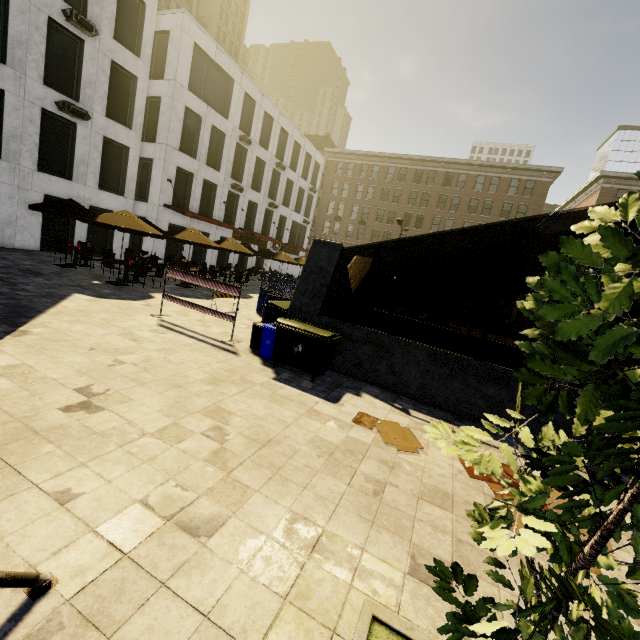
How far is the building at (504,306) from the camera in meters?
41.6 m

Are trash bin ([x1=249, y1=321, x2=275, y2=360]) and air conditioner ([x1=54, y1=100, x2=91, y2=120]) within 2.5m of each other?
no

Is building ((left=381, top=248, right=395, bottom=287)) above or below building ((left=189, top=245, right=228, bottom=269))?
above

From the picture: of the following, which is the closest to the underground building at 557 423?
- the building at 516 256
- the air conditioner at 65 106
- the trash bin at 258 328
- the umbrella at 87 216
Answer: the trash bin at 258 328

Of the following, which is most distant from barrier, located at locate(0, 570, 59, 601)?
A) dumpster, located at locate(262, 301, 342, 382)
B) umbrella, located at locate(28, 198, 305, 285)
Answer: umbrella, located at locate(28, 198, 305, 285)

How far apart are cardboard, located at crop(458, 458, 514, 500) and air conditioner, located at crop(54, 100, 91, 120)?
22.00m

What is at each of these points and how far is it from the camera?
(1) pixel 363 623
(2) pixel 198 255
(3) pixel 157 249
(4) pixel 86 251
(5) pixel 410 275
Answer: (1) tree, 2.4m
(2) building, 27.2m
(3) building, 23.1m
(4) chair, 14.4m
(5) building, 46.1m

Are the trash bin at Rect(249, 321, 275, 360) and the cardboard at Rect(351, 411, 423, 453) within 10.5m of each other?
yes
